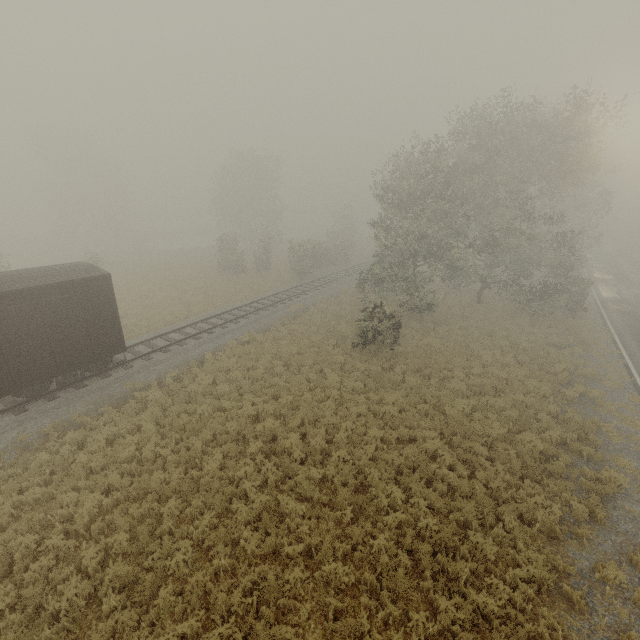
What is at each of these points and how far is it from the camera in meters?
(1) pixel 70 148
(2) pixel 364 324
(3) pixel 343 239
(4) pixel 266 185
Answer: (1) tree, 48.5
(2) tree, 18.1
(3) tree, 53.7
(4) tree, 47.1

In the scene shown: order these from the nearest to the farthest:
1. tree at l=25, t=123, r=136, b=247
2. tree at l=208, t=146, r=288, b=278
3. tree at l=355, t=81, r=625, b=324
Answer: tree at l=355, t=81, r=625, b=324
tree at l=208, t=146, r=288, b=278
tree at l=25, t=123, r=136, b=247

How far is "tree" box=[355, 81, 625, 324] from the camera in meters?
19.8

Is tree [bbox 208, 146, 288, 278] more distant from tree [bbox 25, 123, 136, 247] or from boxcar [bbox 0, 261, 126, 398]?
tree [bbox 25, 123, 136, 247]

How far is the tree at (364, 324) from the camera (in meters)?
17.95

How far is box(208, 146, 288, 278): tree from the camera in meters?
35.6

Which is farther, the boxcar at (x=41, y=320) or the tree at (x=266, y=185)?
the tree at (x=266, y=185)
